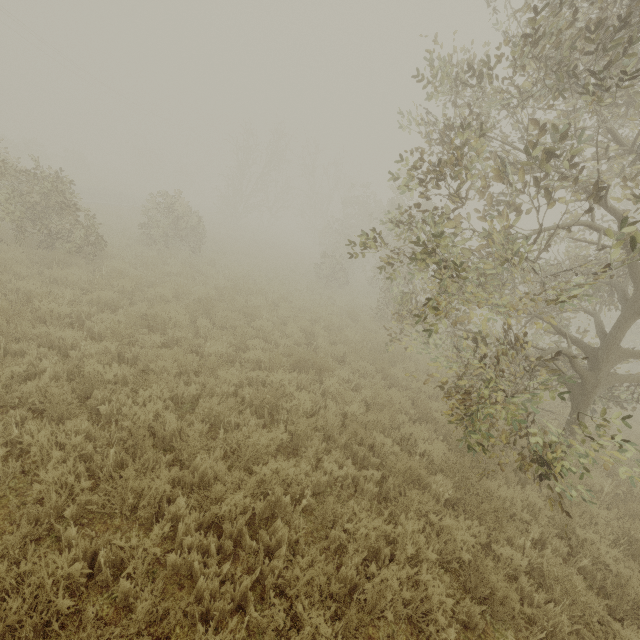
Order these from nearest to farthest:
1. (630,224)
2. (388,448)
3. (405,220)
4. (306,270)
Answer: (630,224) → (388,448) → (405,220) → (306,270)

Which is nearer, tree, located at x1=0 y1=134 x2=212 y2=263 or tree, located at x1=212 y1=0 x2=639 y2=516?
tree, located at x1=212 y1=0 x2=639 y2=516

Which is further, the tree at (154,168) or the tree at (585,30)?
the tree at (154,168)
